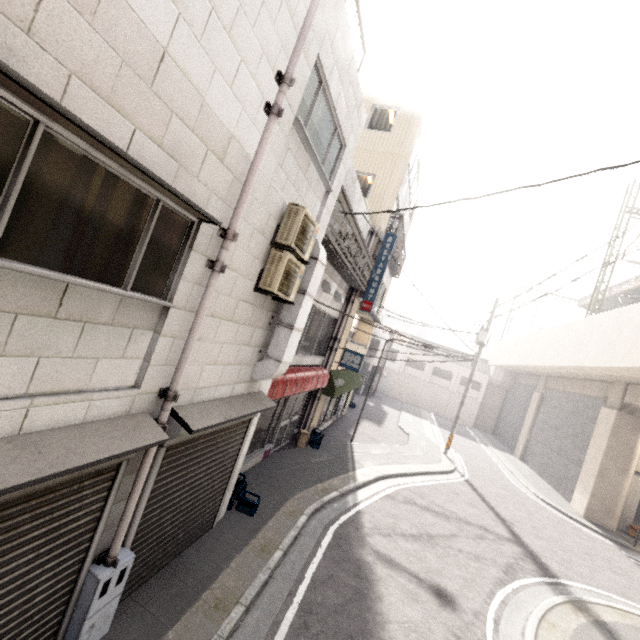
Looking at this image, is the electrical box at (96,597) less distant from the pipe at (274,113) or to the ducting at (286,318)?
the pipe at (274,113)

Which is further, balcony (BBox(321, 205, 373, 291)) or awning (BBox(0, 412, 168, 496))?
balcony (BBox(321, 205, 373, 291))

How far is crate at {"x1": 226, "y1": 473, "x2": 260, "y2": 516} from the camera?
7.0 meters

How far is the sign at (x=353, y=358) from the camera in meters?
12.3

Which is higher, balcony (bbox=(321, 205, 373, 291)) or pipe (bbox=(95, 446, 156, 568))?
balcony (bbox=(321, 205, 373, 291))

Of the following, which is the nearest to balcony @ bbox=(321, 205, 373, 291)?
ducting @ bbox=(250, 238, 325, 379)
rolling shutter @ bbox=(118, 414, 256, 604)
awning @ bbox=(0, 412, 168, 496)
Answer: ducting @ bbox=(250, 238, 325, 379)

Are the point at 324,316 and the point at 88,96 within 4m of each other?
no

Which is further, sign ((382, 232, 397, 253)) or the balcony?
sign ((382, 232, 397, 253))
